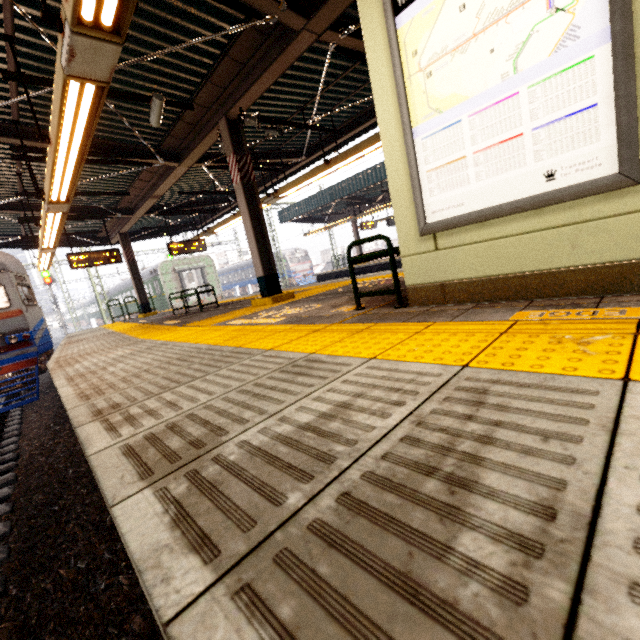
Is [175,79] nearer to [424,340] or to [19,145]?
[19,145]

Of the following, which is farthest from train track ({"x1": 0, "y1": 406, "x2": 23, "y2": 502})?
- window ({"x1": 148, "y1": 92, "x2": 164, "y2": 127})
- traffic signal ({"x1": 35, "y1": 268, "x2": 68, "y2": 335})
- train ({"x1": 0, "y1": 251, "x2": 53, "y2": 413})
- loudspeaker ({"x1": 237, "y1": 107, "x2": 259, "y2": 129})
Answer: traffic signal ({"x1": 35, "y1": 268, "x2": 68, "y2": 335})

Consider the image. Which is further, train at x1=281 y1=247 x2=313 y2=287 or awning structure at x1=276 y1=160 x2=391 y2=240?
train at x1=281 y1=247 x2=313 y2=287

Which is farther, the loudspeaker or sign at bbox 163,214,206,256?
sign at bbox 163,214,206,256

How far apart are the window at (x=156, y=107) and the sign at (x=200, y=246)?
7.6 meters

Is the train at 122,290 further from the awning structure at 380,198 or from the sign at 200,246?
the awning structure at 380,198

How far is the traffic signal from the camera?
24.2m

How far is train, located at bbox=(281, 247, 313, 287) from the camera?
35.8m
